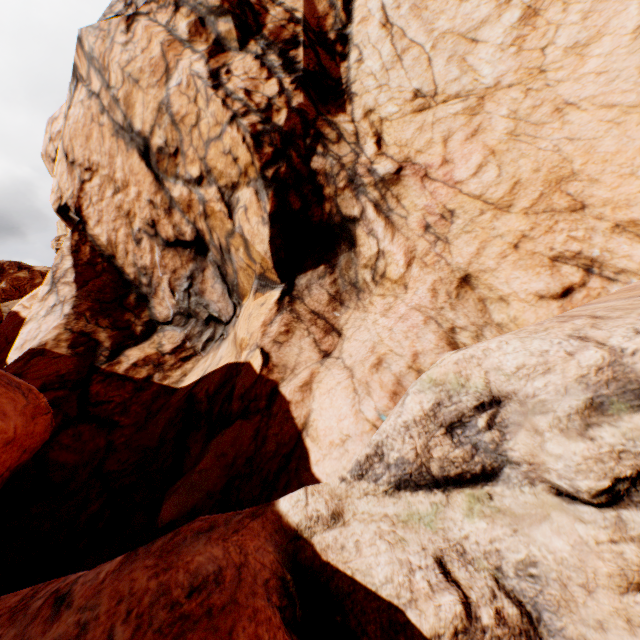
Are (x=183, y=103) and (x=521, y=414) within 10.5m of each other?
no
